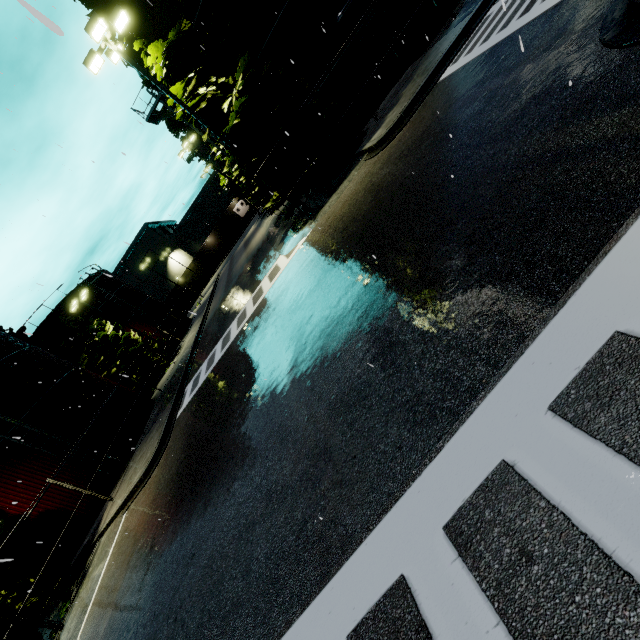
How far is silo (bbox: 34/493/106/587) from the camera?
15.9m

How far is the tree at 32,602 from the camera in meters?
11.5

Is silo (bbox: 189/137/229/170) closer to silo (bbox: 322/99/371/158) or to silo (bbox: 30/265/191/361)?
silo (bbox: 322/99/371/158)

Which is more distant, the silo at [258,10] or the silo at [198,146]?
the silo at [198,146]

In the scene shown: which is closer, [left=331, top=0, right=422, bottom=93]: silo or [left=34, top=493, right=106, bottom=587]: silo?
[left=331, top=0, right=422, bottom=93]: silo

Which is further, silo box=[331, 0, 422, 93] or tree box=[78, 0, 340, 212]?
silo box=[331, 0, 422, 93]

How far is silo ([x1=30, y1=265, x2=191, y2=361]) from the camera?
32.75m

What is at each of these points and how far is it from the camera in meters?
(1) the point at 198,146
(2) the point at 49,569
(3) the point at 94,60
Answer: (1) silo, 38.3 m
(2) silo, 15.9 m
(3) light, 11.9 m
